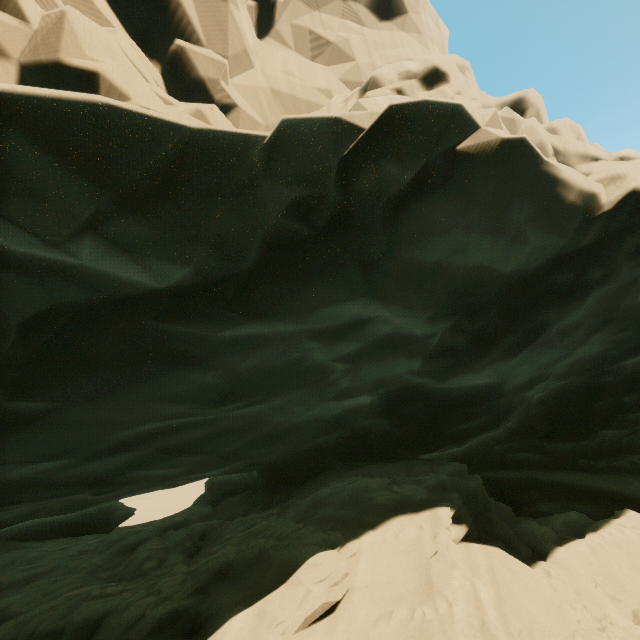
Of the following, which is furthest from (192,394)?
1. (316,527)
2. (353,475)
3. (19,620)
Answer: (353,475)
